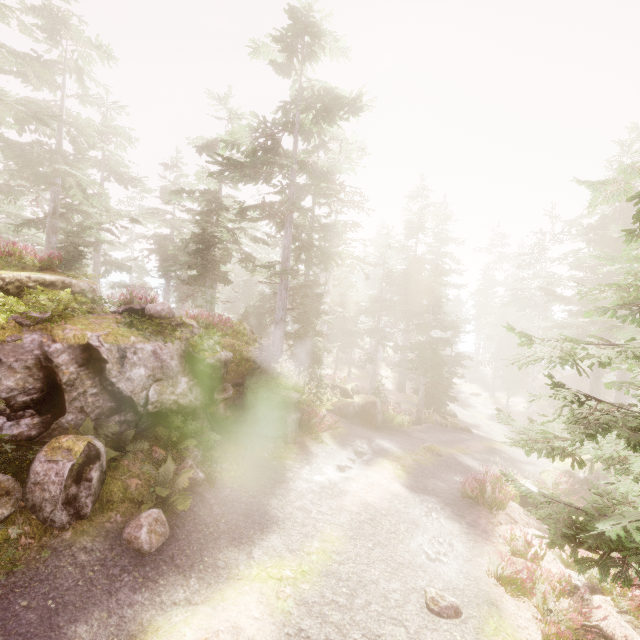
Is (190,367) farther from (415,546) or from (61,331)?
(415,546)

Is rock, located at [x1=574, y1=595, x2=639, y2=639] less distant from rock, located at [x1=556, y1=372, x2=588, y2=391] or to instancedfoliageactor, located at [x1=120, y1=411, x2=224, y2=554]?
instancedfoliageactor, located at [x1=120, y1=411, x2=224, y2=554]

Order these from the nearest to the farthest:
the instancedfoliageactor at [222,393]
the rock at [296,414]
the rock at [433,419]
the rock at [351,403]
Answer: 1. the instancedfoliageactor at [222,393]
2. the rock at [296,414]
3. the rock at [351,403]
4. the rock at [433,419]

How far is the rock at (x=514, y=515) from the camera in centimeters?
995cm

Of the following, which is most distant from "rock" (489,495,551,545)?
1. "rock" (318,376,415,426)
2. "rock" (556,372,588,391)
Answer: "rock" (556,372,588,391)

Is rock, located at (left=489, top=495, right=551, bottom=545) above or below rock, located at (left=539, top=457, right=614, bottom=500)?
above

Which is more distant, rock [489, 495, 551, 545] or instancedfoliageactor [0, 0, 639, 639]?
rock [489, 495, 551, 545]

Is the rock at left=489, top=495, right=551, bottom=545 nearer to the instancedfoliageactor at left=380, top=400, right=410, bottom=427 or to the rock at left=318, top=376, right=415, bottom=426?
the instancedfoliageactor at left=380, top=400, right=410, bottom=427
